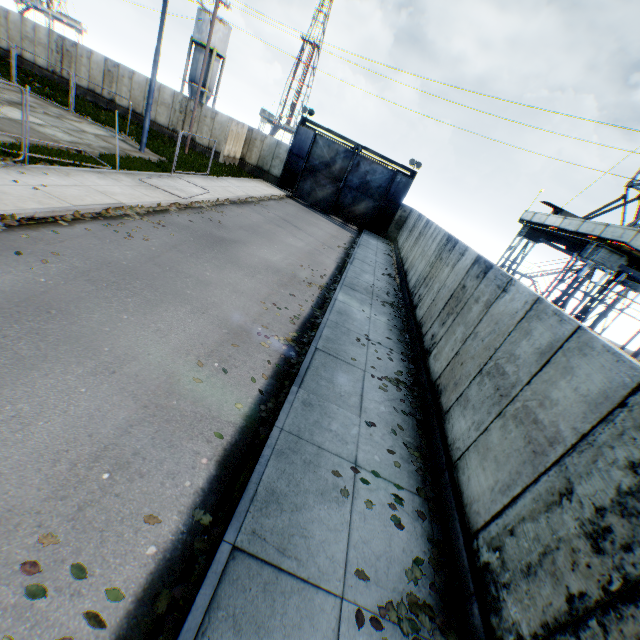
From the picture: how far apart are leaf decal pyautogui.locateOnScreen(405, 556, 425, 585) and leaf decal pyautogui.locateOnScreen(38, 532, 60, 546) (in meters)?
3.34

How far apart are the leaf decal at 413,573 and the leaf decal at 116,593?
2.5 meters

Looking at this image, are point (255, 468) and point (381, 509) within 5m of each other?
yes

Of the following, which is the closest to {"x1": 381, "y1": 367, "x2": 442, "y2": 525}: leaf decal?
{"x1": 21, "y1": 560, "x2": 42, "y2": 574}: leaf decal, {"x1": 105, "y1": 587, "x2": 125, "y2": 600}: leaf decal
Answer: {"x1": 105, "y1": 587, "x2": 125, "y2": 600}: leaf decal

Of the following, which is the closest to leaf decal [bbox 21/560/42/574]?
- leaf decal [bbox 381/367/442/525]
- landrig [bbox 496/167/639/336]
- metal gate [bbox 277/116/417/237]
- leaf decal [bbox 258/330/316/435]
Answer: leaf decal [bbox 258/330/316/435]

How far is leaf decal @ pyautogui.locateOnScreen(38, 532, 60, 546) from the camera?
3.08m

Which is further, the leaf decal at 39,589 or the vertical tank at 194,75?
the vertical tank at 194,75

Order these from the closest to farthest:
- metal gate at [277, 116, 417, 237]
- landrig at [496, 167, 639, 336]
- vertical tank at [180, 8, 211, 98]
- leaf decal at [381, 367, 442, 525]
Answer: leaf decal at [381, 367, 442, 525] → landrig at [496, 167, 639, 336] → metal gate at [277, 116, 417, 237] → vertical tank at [180, 8, 211, 98]
